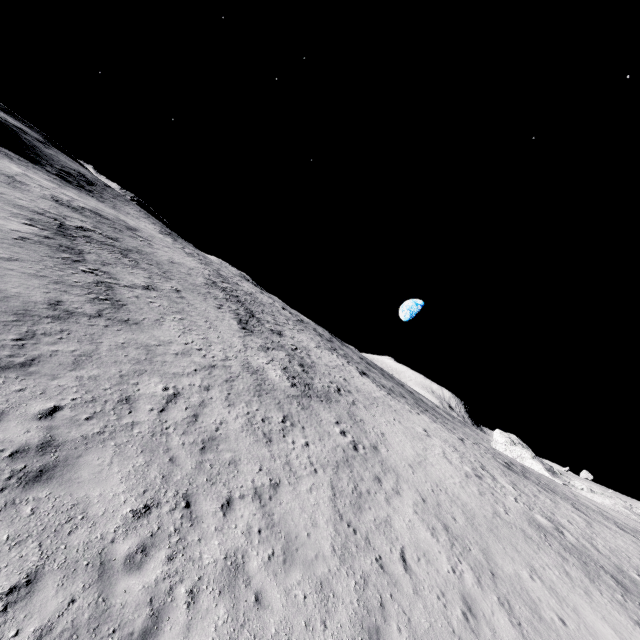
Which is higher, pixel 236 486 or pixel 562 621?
pixel 562 621
